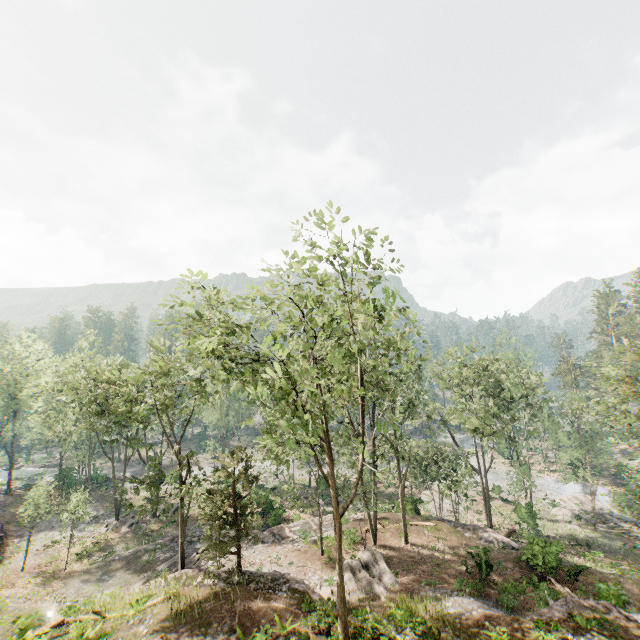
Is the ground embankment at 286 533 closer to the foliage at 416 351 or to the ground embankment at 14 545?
the ground embankment at 14 545

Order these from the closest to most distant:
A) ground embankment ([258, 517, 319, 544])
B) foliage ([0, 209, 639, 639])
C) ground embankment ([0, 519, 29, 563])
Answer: foliage ([0, 209, 639, 639]), ground embankment ([258, 517, 319, 544]), ground embankment ([0, 519, 29, 563])

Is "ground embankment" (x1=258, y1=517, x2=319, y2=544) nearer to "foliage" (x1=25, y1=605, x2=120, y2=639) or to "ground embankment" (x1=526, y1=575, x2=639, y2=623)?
"foliage" (x1=25, y1=605, x2=120, y2=639)

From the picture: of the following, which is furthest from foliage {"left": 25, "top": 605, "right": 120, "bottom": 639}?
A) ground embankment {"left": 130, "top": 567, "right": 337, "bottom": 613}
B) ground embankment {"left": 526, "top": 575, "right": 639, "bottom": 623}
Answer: ground embankment {"left": 526, "top": 575, "right": 639, "bottom": 623}

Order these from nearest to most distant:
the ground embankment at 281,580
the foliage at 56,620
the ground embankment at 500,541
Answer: the foliage at 56,620, the ground embankment at 281,580, the ground embankment at 500,541

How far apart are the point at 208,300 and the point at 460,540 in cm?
2879

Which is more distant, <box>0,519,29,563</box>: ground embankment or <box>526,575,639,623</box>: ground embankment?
<box>0,519,29,563</box>: ground embankment

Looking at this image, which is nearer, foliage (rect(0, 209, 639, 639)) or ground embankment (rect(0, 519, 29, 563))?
foliage (rect(0, 209, 639, 639))
